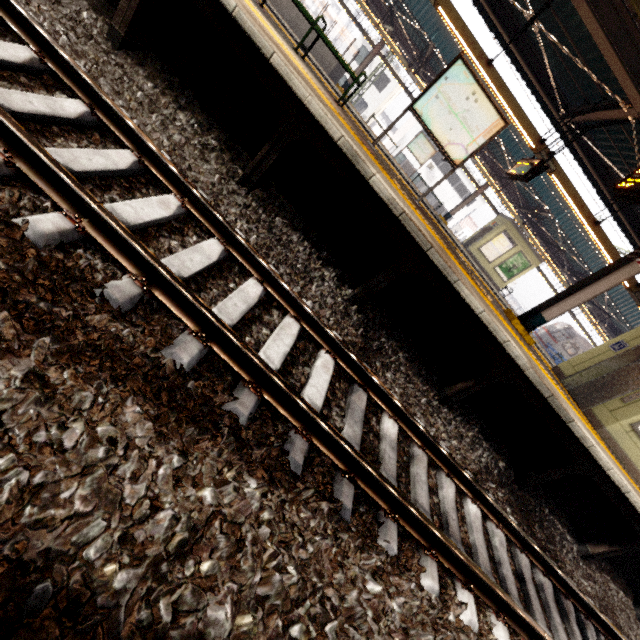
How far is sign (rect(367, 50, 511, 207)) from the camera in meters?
5.7 m

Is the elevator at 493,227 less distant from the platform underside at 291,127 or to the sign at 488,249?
the sign at 488,249

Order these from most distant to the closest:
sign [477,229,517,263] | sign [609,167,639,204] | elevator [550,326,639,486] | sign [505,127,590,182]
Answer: sign [477,229,517,263] → sign [505,127,590,182] → elevator [550,326,639,486] → sign [609,167,639,204]

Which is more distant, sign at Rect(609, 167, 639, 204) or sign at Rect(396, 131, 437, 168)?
sign at Rect(396, 131, 437, 168)

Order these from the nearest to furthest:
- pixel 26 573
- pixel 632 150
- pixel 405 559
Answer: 1. pixel 26 573
2. pixel 405 559
3. pixel 632 150

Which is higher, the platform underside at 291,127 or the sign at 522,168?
the sign at 522,168

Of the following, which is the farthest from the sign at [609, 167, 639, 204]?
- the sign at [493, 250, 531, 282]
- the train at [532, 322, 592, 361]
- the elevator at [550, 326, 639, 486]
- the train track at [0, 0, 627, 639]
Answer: the train at [532, 322, 592, 361]

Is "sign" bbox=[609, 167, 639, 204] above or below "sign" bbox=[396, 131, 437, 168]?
above
